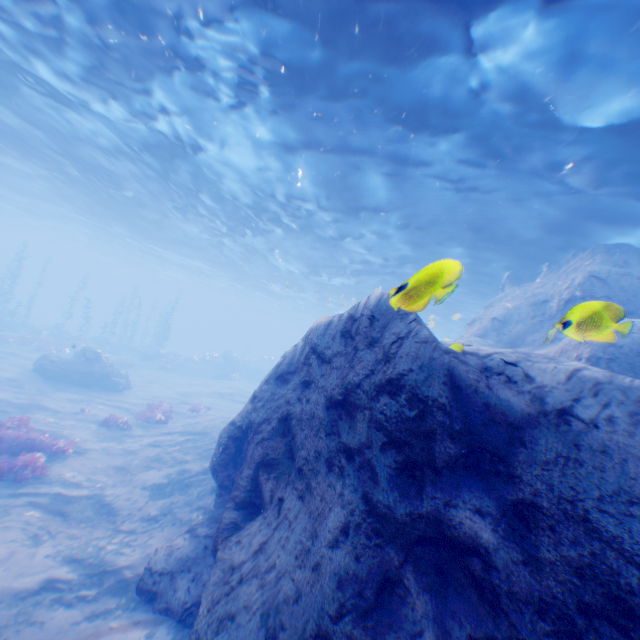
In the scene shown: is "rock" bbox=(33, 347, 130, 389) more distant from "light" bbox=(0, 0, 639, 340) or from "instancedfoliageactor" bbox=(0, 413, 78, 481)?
"instancedfoliageactor" bbox=(0, 413, 78, 481)

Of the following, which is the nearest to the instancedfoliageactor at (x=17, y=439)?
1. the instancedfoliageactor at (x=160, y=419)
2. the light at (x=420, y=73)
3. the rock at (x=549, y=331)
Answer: the rock at (x=549, y=331)

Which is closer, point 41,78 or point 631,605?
point 631,605

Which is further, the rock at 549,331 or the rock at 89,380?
the rock at 89,380

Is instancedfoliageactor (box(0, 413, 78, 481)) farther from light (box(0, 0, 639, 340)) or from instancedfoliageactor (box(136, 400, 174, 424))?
light (box(0, 0, 639, 340))

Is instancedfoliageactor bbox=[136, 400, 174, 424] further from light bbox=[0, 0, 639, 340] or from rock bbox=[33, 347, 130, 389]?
light bbox=[0, 0, 639, 340]

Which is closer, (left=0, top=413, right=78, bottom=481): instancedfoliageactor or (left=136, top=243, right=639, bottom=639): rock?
(left=136, top=243, right=639, bottom=639): rock

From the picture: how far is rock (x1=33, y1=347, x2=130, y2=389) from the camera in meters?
19.2
